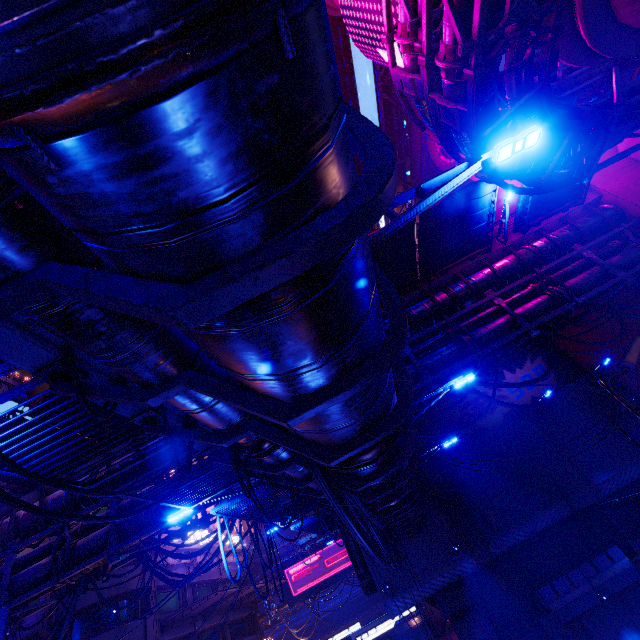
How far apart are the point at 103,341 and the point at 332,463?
2.74m

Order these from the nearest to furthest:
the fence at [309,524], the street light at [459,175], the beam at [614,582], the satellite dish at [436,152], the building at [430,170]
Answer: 1. the street light at [459,175]
2. the fence at [309,524]
3. the beam at [614,582]
4. the satellite dish at [436,152]
5. the building at [430,170]

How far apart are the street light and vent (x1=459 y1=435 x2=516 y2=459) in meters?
22.2 m

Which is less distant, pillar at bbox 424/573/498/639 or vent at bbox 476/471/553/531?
pillar at bbox 424/573/498/639

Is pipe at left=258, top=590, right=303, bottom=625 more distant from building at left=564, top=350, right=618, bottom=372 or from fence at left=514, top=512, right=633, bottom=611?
building at left=564, top=350, right=618, bottom=372

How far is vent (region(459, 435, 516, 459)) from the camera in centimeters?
2183cm

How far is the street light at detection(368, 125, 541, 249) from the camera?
4.4m

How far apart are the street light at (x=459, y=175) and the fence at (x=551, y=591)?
23.0m
